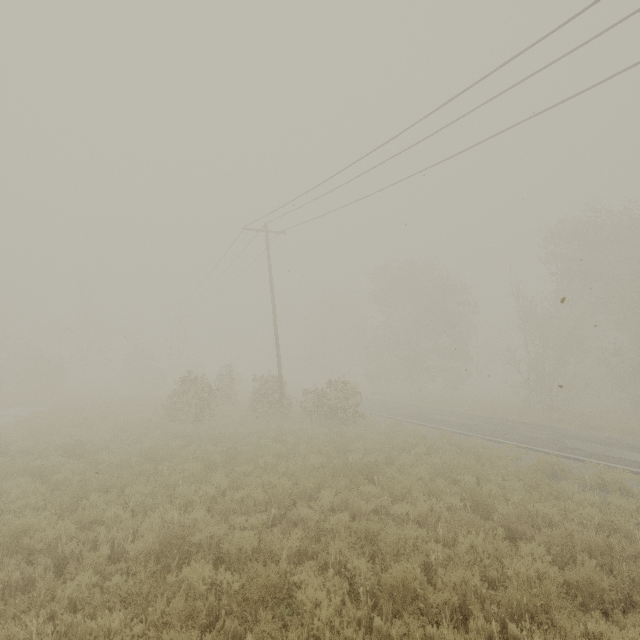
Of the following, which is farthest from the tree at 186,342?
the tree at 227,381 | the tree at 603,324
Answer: the tree at 603,324

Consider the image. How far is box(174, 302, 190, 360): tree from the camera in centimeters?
4074cm

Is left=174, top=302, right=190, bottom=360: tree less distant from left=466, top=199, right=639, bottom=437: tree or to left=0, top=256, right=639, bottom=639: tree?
left=0, top=256, right=639, bottom=639: tree

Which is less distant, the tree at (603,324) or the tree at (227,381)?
the tree at (227,381)

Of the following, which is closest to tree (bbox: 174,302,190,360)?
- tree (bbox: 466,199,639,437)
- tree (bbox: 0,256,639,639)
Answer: tree (bbox: 0,256,639,639)

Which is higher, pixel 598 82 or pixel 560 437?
pixel 598 82

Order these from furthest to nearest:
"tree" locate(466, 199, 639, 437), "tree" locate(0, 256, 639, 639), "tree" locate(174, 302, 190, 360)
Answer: "tree" locate(174, 302, 190, 360) < "tree" locate(466, 199, 639, 437) < "tree" locate(0, 256, 639, 639)
